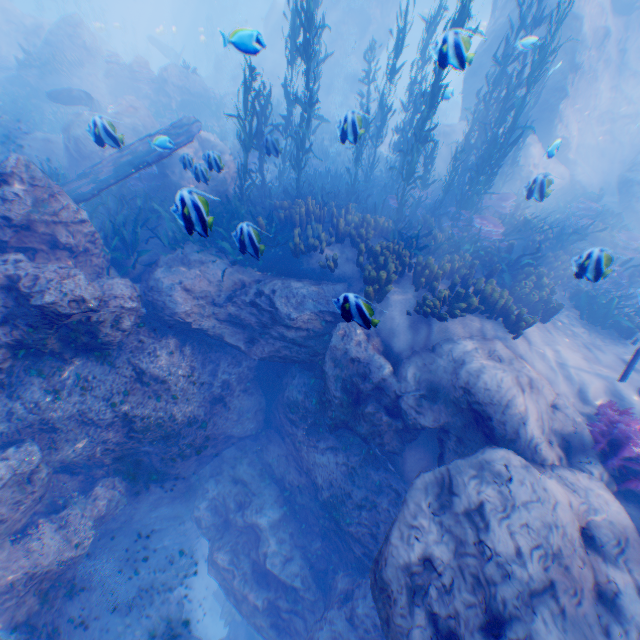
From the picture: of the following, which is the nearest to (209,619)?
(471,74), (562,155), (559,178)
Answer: (559,178)

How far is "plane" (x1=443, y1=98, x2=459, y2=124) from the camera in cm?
3165

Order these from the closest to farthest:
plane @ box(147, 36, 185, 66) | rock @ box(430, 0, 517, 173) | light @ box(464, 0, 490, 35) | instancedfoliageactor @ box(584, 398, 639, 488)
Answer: instancedfoliageactor @ box(584, 398, 639, 488) → rock @ box(430, 0, 517, 173) → plane @ box(147, 36, 185, 66) → light @ box(464, 0, 490, 35)

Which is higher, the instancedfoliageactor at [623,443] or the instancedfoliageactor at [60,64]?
the instancedfoliageactor at [60,64]

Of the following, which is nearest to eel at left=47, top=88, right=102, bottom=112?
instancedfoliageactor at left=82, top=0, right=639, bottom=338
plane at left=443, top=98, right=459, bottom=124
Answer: instancedfoliageactor at left=82, top=0, right=639, bottom=338

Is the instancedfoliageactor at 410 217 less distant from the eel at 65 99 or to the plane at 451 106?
the eel at 65 99

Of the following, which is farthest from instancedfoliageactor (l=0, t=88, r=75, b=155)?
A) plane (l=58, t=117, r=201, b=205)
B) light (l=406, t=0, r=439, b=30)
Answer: light (l=406, t=0, r=439, b=30)

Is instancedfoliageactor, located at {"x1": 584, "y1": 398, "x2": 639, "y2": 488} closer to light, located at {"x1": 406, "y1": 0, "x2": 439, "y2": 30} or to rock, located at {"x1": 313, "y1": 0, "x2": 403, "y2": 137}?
rock, located at {"x1": 313, "y1": 0, "x2": 403, "y2": 137}
